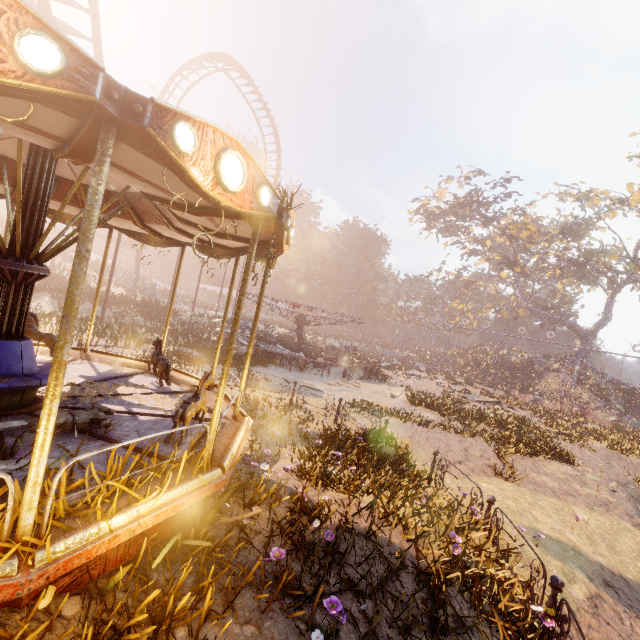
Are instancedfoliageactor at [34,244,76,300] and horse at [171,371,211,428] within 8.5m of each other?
no

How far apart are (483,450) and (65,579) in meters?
12.6

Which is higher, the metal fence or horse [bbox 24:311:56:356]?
horse [bbox 24:311:56:356]

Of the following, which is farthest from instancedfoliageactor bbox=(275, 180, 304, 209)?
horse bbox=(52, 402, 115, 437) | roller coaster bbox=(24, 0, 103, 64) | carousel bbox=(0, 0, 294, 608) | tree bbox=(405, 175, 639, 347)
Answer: tree bbox=(405, 175, 639, 347)

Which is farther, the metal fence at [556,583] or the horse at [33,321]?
the horse at [33,321]

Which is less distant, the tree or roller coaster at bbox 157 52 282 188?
roller coaster at bbox 157 52 282 188

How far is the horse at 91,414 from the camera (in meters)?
4.26

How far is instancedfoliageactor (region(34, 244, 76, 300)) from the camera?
22.3 meters
